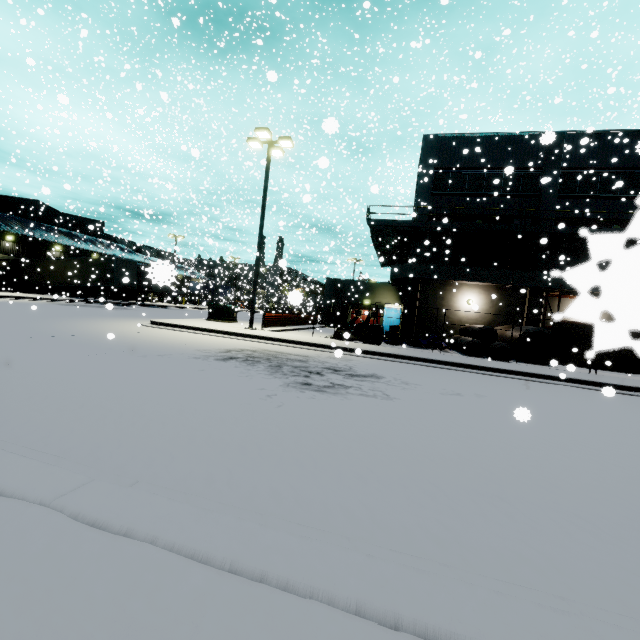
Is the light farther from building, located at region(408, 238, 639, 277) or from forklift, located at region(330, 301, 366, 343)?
forklift, located at region(330, 301, 366, 343)

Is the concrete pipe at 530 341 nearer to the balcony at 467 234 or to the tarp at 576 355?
the tarp at 576 355

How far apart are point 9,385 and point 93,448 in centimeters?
287cm

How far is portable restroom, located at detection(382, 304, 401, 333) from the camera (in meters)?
29.70

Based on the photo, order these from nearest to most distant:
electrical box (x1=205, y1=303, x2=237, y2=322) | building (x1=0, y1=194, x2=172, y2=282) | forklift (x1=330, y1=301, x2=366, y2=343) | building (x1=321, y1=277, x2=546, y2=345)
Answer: forklift (x1=330, y1=301, x2=366, y2=343) → electrical box (x1=205, y1=303, x2=237, y2=322) → building (x1=321, y1=277, x2=546, y2=345) → building (x1=0, y1=194, x2=172, y2=282)

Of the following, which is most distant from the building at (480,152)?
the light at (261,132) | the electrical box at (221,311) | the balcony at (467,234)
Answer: the electrical box at (221,311)

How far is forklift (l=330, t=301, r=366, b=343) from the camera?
16.7m
